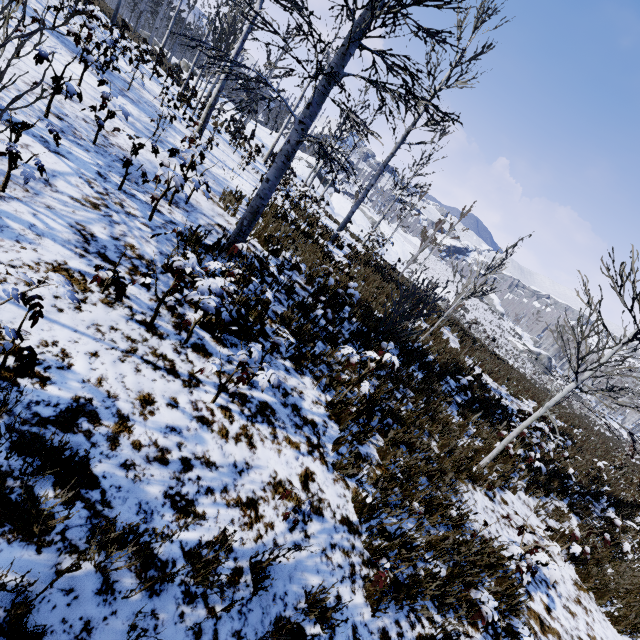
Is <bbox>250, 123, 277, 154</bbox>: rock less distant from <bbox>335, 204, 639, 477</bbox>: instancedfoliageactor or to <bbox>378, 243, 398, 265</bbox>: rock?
<bbox>378, 243, 398, 265</bbox>: rock

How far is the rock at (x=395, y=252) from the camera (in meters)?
32.69

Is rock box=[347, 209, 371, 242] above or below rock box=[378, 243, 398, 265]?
above

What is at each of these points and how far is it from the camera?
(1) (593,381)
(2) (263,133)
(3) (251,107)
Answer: (1) instancedfoliageactor, 6.00m
(2) rock, 31.66m
(3) instancedfoliageactor, 5.50m

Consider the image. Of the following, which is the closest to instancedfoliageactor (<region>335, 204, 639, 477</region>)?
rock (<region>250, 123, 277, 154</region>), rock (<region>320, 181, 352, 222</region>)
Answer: rock (<region>320, 181, 352, 222</region>)

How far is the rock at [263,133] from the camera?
26.8 meters

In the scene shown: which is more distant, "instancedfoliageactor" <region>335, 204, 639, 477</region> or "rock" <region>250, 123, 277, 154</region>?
"rock" <region>250, 123, 277, 154</region>
